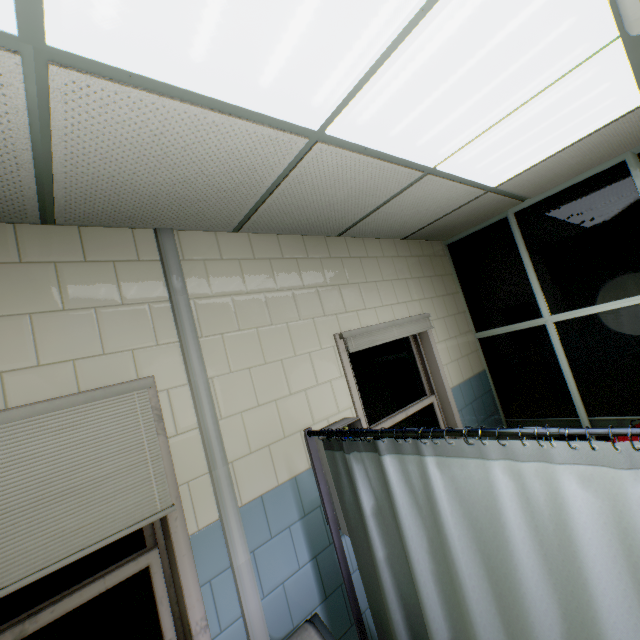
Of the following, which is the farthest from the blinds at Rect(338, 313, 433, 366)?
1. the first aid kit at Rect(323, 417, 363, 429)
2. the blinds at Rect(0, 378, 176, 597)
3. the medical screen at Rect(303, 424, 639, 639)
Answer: the blinds at Rect(0, 378, 176, 597)

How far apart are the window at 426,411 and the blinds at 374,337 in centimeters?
20cm

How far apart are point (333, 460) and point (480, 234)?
3.30m

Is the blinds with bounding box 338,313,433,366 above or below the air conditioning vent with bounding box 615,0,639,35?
below

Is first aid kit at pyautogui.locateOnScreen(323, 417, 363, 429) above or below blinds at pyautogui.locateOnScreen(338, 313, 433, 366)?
below

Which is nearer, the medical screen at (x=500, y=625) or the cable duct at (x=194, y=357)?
the medical screen at (x=500, y=625)

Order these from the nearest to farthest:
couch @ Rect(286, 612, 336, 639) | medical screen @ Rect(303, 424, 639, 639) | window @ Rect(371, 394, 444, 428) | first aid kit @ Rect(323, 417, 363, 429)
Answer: medical screen @ Rect(303, 424, 639, 639) < couch @ Rect(286, 612, 336, 639) < first aid kit @ Rect(323, 417, 363, 429) < window @ Rect(371, 394, 444, 428)

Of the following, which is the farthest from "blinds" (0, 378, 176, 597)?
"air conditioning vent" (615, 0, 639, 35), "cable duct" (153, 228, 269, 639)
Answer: "air conditioning vent" (615, 0, 639, 35)
